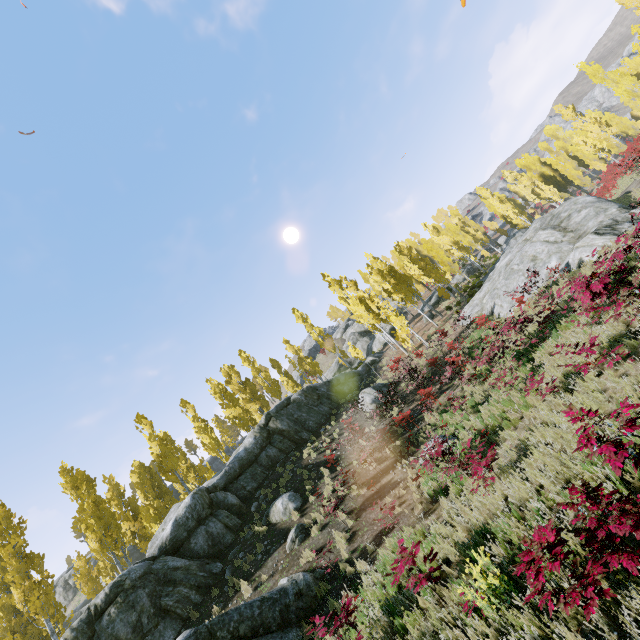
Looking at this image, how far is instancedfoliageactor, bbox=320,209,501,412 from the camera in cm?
2038

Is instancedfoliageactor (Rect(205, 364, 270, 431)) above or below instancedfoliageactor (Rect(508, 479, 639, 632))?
above

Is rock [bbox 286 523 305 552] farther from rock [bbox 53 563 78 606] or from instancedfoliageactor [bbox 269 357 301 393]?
rock [bbox 53 563 78 606]

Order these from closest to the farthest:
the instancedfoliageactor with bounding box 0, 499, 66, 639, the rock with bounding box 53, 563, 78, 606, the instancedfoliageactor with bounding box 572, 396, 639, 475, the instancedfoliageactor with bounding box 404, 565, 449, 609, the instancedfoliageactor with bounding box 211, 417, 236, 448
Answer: the instancedfoliageactor with bounding box 572, 396, 639, 475 → the instancedfoliageactor with bounding box 404, 565, 449, 609 → the instancedfoliageactor with bounding box 0, 499, 66, 639 → the instancedfoliageactor with bounding box 211, 417, 236, 448 → the rock with bounding box 53, 563, 78, 606

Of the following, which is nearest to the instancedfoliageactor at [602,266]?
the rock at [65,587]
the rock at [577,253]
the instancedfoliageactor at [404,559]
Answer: the rock at [577,253]

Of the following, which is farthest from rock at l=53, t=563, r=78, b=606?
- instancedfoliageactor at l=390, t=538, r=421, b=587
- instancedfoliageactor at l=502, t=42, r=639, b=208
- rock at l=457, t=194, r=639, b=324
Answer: instancedfoliageactor at l=390, t=538, r=421, b=587

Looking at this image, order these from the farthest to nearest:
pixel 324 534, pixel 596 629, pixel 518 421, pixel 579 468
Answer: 1. pixel 324 534
2. pixel 518 421
3. pixel 579 468
4. pixel 596 629
